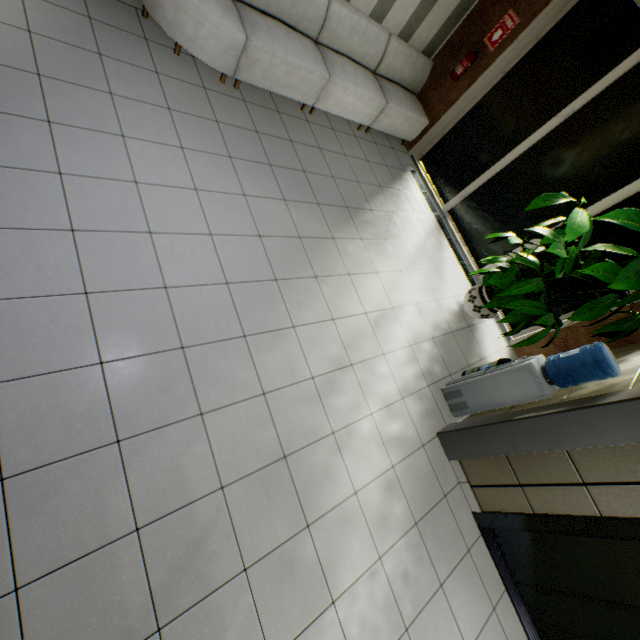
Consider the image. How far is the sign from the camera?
4.6 meters

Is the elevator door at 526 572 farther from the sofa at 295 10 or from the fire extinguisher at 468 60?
the fire extinguisher at 468 60

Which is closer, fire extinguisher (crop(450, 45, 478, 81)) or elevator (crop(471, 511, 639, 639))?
elevator (crop(471, 511, 639, 639))

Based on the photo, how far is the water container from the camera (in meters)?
2.70

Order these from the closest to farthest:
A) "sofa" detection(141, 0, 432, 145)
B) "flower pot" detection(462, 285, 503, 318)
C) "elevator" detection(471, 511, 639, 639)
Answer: "elevator" detection(471, 511, 639, 639) < "sofa" detection(141, 0, 432, 145) < "flower pot" detection(462, 285, 503, 318)

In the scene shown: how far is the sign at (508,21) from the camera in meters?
4.6

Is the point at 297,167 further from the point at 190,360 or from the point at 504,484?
the point at 504,484

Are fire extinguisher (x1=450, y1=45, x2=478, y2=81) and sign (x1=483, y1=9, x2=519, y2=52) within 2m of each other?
yes
